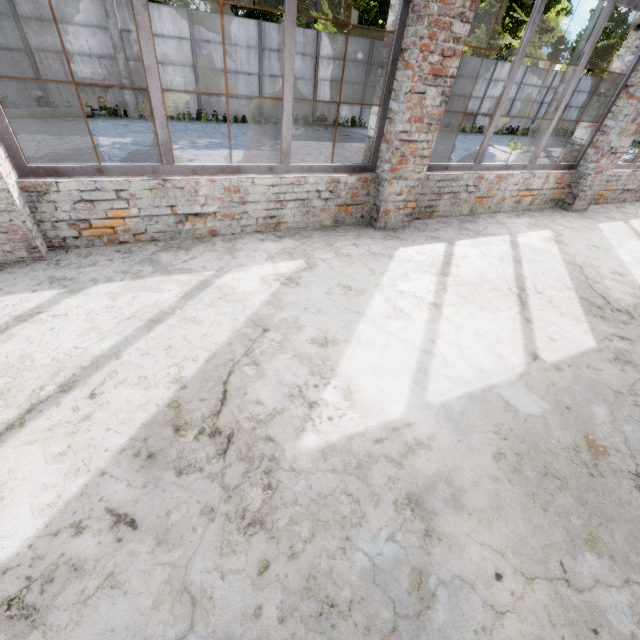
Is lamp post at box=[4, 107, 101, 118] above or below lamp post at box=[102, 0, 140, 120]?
below

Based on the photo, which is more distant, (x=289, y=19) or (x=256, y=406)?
(x=289, y=19)

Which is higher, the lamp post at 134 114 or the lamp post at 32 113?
the lamp post at 134 114
